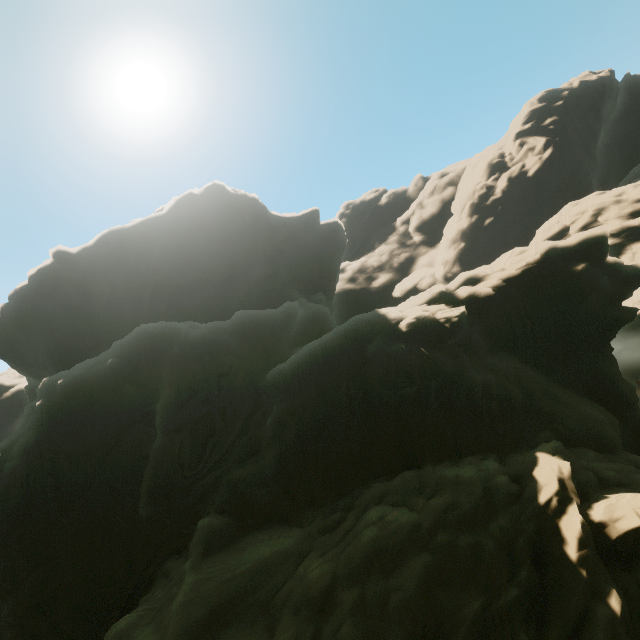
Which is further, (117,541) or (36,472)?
(117,541)
